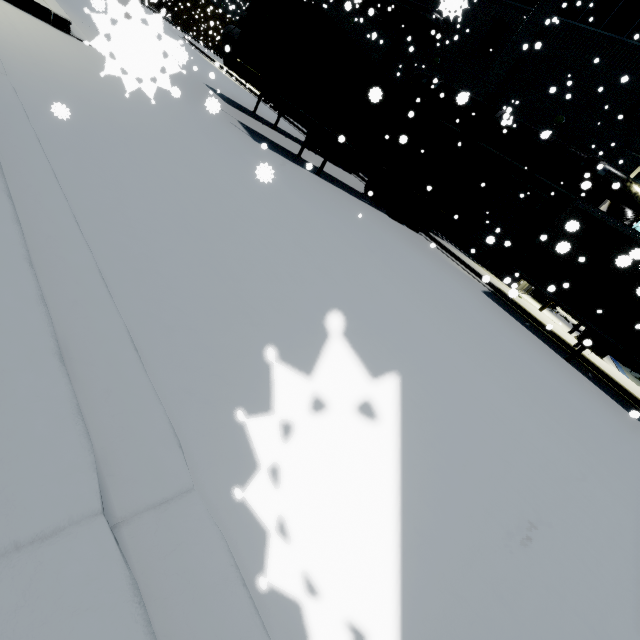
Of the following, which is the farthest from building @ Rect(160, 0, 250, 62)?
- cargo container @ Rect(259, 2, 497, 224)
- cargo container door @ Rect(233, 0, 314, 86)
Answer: cargo container door @ Rect(233, 0, 314, 86)

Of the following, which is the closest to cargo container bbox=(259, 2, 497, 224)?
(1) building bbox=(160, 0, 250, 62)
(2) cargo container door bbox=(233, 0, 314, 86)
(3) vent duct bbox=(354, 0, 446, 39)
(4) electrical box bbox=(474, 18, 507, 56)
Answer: (2) cargo container door bbox=(233, 0, 314, 86)

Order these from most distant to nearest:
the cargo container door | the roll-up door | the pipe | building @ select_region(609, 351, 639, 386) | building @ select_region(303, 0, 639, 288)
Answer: building @ select_region(609, 351, 639, 386)
the roll-up door
building @ select_region(303, 0, 639, 288)
the pipe
the cargo container door

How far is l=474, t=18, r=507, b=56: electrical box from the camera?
17.0m

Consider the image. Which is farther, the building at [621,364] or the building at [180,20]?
the building at [180,20]

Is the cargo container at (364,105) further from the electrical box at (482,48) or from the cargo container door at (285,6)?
the electrical box at (482,48)

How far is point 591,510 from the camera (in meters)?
3.52

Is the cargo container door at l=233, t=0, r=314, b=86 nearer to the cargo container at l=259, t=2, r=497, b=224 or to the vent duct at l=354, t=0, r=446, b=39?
the cargo container at l=259, t=2, r=497, b=224
